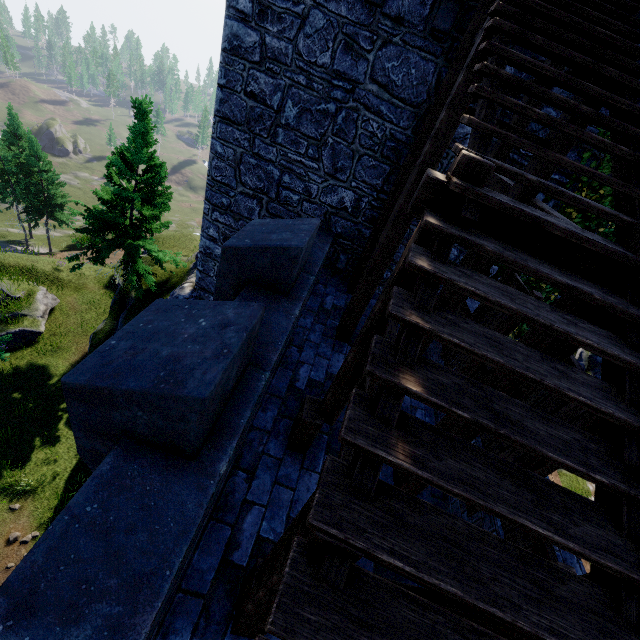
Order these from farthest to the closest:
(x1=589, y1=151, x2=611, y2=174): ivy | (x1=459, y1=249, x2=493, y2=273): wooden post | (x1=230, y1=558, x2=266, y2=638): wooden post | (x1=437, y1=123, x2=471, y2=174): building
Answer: (x1=437, y1=123, x2=471, y2=174): building → (x1=589, y1=151, x2=611, y2=174): ivy → (x1=459, y1=249, x2=493, y2=273): wooden post → (x1=230, y1=558, x2=266, y2=638): wooden post

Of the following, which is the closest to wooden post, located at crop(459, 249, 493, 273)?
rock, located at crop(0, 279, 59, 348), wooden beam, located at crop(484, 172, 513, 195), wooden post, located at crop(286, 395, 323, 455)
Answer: wooden beam, located at crop(484, 172, 513, 195)

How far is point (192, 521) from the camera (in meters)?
2.59

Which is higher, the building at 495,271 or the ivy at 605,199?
the ivy at 605,199

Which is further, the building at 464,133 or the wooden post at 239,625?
the building at 464,133

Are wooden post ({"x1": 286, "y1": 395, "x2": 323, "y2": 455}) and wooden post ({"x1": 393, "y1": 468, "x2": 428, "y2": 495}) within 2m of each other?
yes

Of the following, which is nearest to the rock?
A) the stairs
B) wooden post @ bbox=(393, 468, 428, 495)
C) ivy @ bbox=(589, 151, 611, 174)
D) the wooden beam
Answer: the stairs

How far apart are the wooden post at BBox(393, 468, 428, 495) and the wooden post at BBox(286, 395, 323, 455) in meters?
1.3 m
